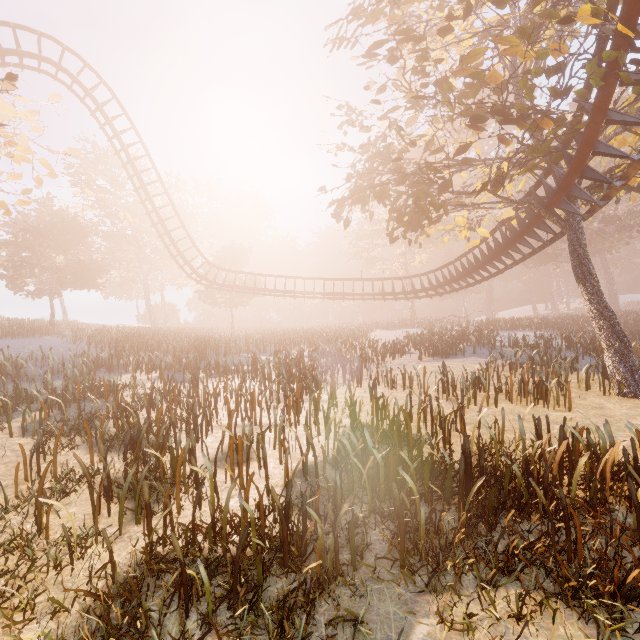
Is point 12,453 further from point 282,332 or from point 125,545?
point 282,332

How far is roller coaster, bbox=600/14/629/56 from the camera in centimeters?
697cm

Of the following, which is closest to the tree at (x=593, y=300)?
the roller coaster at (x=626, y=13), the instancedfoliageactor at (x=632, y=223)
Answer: the roller coaster at (x=626, y=13)

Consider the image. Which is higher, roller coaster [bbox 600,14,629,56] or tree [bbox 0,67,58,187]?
tree [bbox 0,67,58,187]

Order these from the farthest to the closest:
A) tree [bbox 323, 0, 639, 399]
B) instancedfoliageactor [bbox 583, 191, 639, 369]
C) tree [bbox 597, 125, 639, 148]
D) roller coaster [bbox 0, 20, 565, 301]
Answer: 1. instancedfoliageactor [bbox 583, 191, 639, 369]
2. roller coaster [bbox 0, 20, 565, 301]
3. tree [bbox 597, 125, 639, 148]
4. tree [bbox 323, 0, 639, 399]

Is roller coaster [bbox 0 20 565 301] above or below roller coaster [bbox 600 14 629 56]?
below

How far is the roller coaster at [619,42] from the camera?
7.0 meters

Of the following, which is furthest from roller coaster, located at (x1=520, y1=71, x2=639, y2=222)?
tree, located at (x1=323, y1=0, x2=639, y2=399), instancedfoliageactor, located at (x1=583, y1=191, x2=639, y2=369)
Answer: instancedfoliageactor, located at (x1=583, y1=191, x2=639, y2=369)
